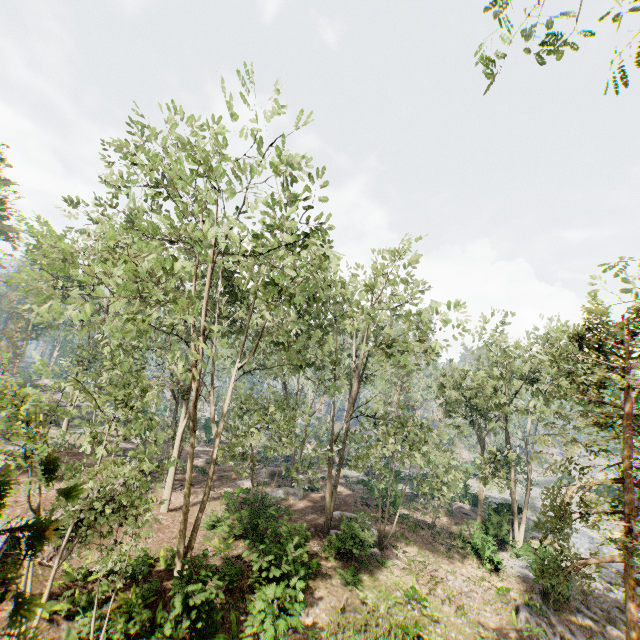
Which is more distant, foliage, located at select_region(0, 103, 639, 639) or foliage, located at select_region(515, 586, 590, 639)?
Result: foliage, located at select_region(515, 586, 590, 639)

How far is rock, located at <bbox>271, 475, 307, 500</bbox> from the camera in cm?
2718

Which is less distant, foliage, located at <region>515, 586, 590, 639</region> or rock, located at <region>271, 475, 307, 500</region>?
foliage, located at <region>515, 586, 590, 639</region>

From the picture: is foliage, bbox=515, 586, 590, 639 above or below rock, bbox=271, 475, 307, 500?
below

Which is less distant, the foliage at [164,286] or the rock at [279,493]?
the foliage at [164,286]

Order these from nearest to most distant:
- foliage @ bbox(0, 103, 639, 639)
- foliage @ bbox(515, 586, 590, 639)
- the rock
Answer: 1. foliage @ bbox(0, 103, 639, 639)
2. foliage @ bbox(515, 586, 590, 639)
3. the rock

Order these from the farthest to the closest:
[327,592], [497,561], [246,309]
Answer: [497,561]
[246,309]
[327,592]

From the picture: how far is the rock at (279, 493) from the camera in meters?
27.2 m
